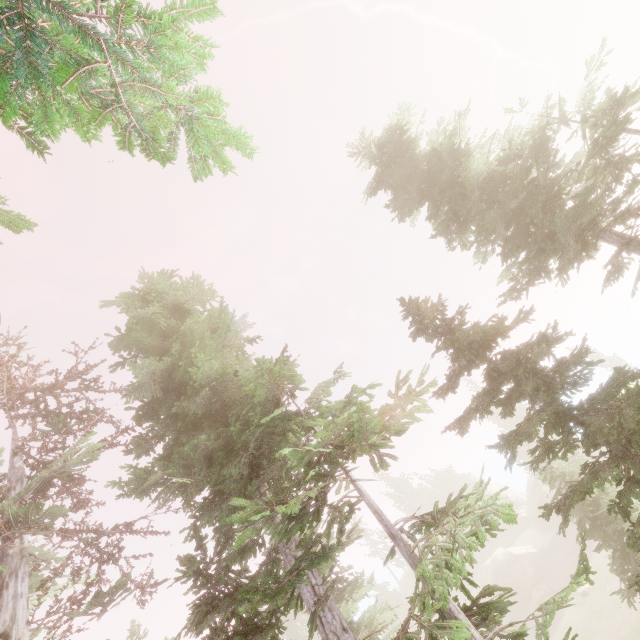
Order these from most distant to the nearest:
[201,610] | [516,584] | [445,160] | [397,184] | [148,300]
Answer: [516,584] < [148,300] < [397,184] < [445,160] < [201,610]

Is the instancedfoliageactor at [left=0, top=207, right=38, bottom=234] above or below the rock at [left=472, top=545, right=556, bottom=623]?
above

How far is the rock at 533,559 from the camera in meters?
36.1 m

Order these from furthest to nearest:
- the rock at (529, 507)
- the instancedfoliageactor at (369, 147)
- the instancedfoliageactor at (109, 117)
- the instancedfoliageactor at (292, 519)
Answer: the rock at (529, 507), the instancedfoliageactor at (369, 147), the instancedfoliageactor at (292, 519), the instancedfoliageactor at (109, 117)

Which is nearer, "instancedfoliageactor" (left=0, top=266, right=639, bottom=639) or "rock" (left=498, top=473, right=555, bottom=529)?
"instancedfoliageactor" (left=0, top=266, right=639, bottom=639)

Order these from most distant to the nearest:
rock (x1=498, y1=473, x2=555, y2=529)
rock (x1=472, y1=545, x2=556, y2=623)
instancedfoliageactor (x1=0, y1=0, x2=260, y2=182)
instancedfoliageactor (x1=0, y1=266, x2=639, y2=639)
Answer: rock (x1=498, y1=473, x2=555, y2=529) → rock (x1=472, y1=545, x2=556, y2=623) → instancedfoliageactor (x1=0, y1=266, x2=639, y2=639) → instancedfoliageactor (x1=0, y1=0, x2=260, y2=182)

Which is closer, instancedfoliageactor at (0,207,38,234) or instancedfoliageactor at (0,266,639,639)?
instancedfoliageactor at (0,266,639,639)
